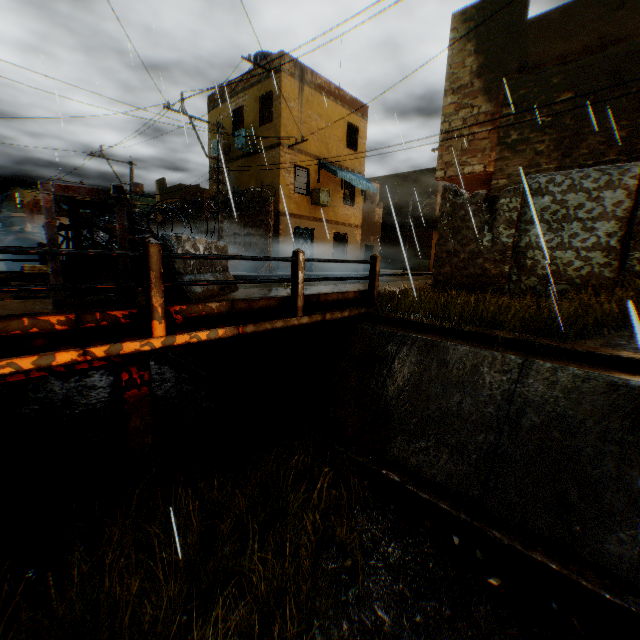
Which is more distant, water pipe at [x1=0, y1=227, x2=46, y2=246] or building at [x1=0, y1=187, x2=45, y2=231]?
building at [x1=0, y1=187, x2=45, y2=231]

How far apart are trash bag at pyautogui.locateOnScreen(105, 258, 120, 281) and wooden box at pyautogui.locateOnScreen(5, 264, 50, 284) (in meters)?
1.78

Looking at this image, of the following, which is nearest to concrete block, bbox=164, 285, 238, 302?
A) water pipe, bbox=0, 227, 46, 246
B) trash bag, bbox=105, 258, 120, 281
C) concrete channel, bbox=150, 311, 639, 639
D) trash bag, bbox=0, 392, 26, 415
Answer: trash bag, bbox=105, 258, 120, 281

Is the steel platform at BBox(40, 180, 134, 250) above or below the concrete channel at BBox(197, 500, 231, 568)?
above

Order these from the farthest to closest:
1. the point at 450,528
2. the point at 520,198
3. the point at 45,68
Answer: the point at 45,68 → the point at 520,198 → the point at 450,528

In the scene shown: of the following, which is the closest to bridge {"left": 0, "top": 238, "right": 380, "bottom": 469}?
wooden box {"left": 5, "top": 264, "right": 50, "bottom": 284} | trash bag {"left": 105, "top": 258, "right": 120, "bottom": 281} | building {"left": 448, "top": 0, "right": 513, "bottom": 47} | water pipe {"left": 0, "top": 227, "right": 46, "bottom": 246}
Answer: building {"left": 448, "top": 0, "right": 513, "bottom": 47}

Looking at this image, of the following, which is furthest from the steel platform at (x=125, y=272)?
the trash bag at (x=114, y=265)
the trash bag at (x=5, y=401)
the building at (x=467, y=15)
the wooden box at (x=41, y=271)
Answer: the trash bag at (x=5, y=401)

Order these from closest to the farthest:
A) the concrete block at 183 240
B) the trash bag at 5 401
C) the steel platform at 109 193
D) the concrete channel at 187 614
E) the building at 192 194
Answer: the concrete channel at 187 614
the steel platform at 109 193
the concrete block at 183 240
the trash bag at 5 401
the building at 192 194
